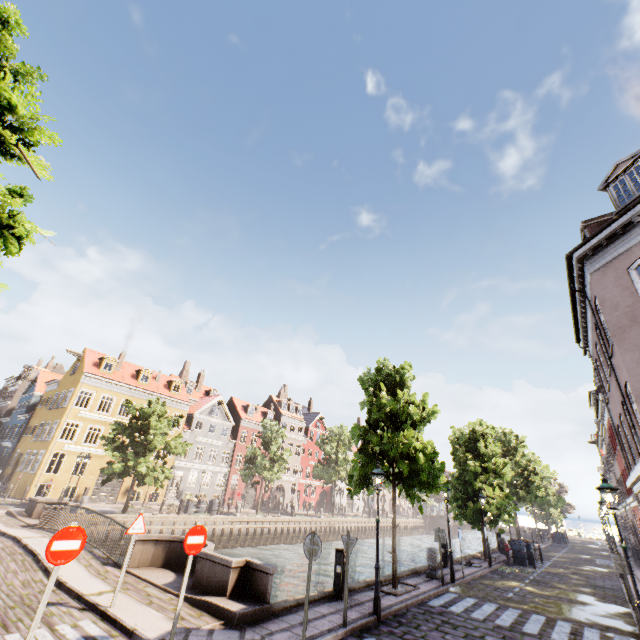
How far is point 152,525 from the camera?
24.5m

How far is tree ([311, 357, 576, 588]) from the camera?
12.7m

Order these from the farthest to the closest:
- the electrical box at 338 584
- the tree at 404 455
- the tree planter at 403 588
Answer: the tree at 404 455
the tree planter at 403 588
the electrical box at 338 584

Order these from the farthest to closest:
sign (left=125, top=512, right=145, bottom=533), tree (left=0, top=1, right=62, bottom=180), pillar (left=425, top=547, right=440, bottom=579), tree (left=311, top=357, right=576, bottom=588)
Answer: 1. pillar (left=425, top=547, right=440, bottom=579)
2. tree (left=311, top=357, right=576, bottom=588)
3. sign (left=125, top=512, right=145, bottom=533)
4. tree (left=0, top=1, right=62, bottom=180)

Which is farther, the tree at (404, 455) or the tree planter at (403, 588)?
the tree at (404, 455)

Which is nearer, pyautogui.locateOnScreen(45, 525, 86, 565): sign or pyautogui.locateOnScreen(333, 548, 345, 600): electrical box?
pyautogui.locateOnScreen(45, 525, 86, 565): sign

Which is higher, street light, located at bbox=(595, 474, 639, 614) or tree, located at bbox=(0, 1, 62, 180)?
tree, located at bbox=(0, 1, 62, 180)

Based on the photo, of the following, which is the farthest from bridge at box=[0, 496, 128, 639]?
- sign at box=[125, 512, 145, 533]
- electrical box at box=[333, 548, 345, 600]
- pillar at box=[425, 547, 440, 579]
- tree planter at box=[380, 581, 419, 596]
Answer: pillar at box=[425, 547, 440, 579]
